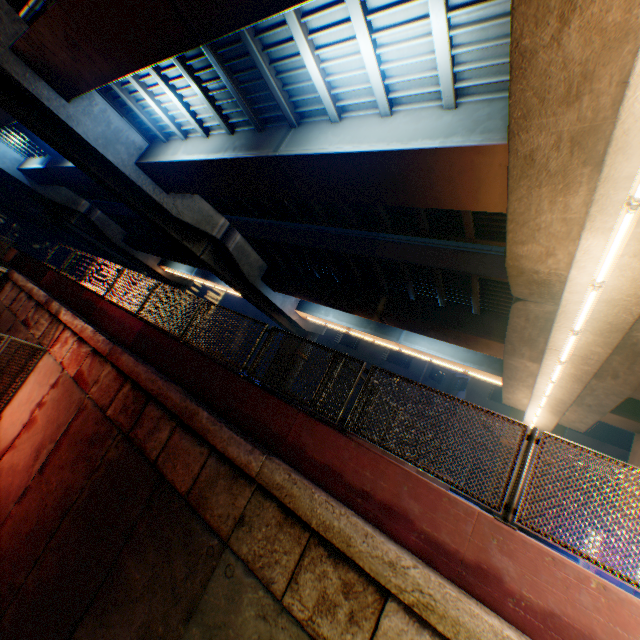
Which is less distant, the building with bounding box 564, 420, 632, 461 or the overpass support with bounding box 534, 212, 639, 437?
the overpass support with bounding box 534, 212, 639, 437

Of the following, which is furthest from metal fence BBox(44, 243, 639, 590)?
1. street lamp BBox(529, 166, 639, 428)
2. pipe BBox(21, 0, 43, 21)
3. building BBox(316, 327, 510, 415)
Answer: building BBox(316, 327, 510, 415)

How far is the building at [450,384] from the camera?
33.84m

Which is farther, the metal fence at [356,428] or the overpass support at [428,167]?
the overpass support at [428,167]

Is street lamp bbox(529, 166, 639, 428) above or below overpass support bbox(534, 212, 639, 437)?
below

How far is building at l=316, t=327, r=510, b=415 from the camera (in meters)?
33.84

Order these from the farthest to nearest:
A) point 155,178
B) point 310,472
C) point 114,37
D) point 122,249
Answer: point 122,249 < point 155,178 < point 114,37 < point 310,472
